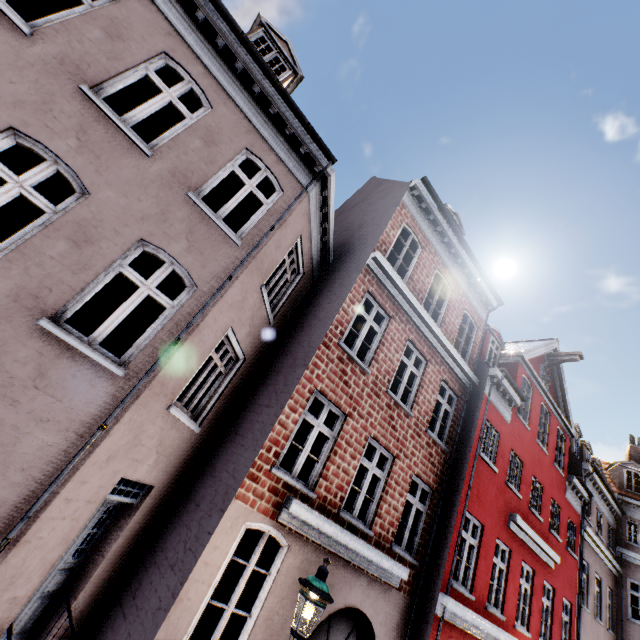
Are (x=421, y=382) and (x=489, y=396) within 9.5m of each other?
yes

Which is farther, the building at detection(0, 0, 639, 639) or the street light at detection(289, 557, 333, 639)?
the building at detection(0, 0, 639, 639)

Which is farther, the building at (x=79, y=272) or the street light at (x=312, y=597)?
the building at (x=79, y=272)
